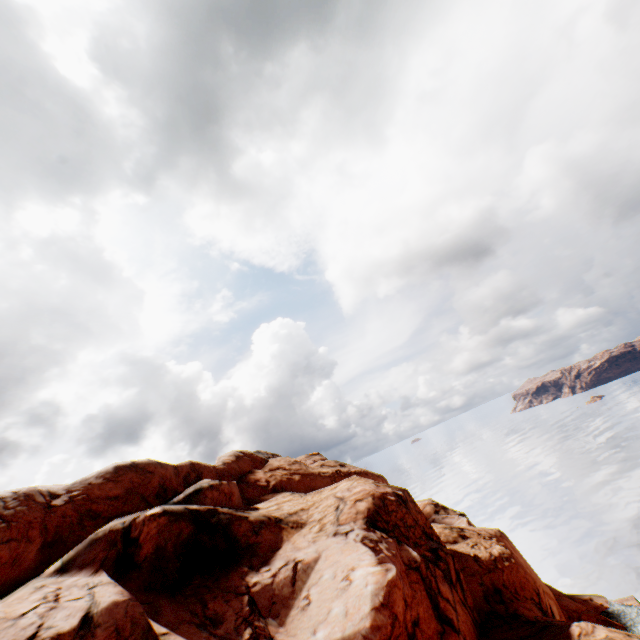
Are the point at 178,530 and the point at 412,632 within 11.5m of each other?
no
